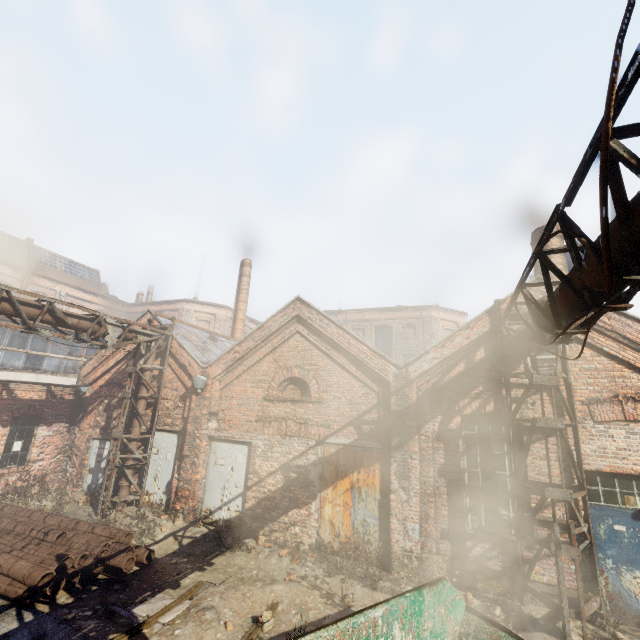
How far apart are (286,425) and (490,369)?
6.03m

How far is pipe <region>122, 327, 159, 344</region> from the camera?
11.18m

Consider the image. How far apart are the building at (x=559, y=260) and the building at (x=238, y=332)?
15.0 meters

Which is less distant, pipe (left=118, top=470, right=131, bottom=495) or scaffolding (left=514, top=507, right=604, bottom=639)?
scaffolding (left=514, top=507, right=604, bottom=639)

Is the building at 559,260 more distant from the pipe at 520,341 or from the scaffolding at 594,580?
the scaffolding at 594,580

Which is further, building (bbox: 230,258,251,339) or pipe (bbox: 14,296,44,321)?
building (bbox: 230,258,251,339)

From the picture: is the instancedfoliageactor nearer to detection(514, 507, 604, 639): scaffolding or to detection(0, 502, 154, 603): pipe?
detection(0, 502, 154, 603): pipe

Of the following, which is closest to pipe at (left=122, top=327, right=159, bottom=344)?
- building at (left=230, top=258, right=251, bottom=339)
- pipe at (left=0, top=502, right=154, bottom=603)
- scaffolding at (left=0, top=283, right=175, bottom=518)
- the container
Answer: scaffolding at (left=0, top=283, right=175, bottom=518)
